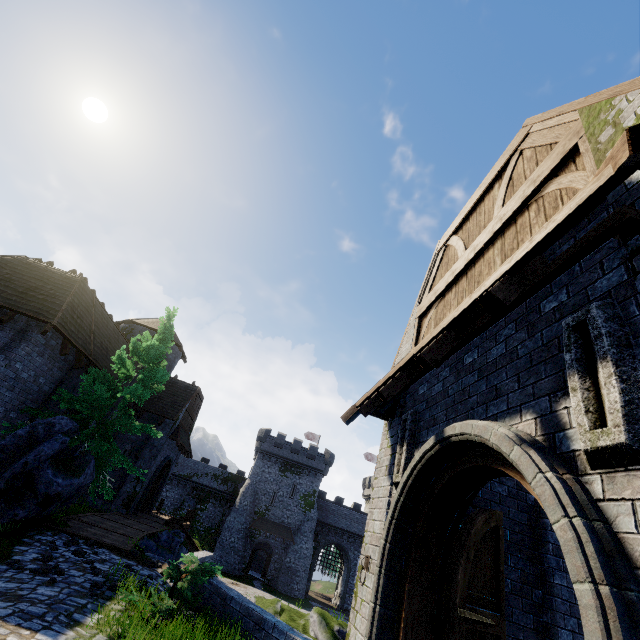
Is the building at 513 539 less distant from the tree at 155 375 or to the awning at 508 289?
the awning at 508 289

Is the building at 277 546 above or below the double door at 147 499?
below

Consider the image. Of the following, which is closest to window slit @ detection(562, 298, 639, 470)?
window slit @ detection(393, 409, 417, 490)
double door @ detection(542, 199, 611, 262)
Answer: double door @ detection(542, 199, 611, 262)

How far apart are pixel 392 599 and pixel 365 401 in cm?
299

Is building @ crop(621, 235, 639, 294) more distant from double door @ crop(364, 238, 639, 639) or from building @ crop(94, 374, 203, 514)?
building @ crop(94, 374, 203, 514)

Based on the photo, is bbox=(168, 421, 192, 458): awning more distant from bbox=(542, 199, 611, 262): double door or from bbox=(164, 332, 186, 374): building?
bbox=(542, 199, 611, 262): double door

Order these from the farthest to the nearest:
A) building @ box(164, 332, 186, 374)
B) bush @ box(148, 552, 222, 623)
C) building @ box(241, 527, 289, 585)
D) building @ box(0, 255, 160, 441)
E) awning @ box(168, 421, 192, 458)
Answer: building @ box(241, 527, 289, 585), building @ box(164, 332, 186, 374), awning @ box(168, 421, 192, 458), building @ box(0, 255, 160, 441), bush @ box(148, 552, 222, 623)

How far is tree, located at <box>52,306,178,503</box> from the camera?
12.75m
